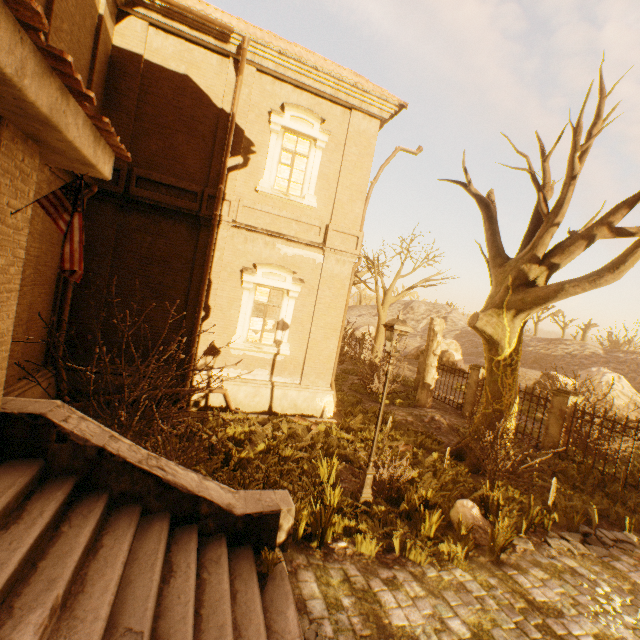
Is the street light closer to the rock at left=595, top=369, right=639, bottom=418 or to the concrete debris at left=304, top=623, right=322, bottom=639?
the concrete debris at left=304, top=623, right=322, bottom=639

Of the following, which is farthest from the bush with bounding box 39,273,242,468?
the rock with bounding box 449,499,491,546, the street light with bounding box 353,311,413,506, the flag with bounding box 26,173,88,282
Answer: the rock with bounding box 449,499,491,546

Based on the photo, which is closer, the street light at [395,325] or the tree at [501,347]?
the street light at [395,325]

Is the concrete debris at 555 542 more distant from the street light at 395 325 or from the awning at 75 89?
the awning at 75 89

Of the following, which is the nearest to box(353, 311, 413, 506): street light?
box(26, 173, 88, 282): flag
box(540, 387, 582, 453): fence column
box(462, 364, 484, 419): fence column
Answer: box(26, 173, 88, 282): flag

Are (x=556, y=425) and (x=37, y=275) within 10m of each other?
no

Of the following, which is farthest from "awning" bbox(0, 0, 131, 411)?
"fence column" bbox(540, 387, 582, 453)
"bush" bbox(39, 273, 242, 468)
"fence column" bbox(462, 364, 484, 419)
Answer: "fence column" bbox(462, 364, 484, 419)

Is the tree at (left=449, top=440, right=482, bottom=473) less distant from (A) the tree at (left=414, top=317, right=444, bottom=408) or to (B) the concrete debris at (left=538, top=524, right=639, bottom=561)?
(B) the concrete debris at (left=538, top=524, right=639, bottom=561)
